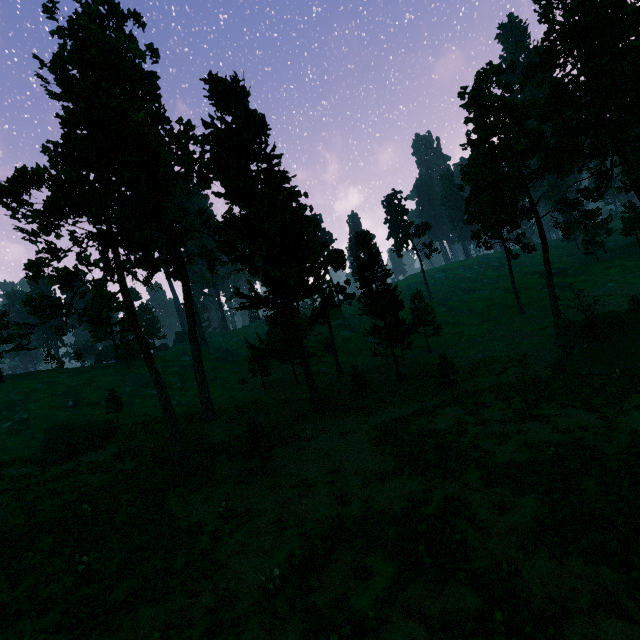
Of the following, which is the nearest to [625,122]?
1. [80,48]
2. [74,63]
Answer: [74,63]

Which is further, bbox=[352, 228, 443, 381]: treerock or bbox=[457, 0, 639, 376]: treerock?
bbox=[352, 228, 443, 381]: treerock

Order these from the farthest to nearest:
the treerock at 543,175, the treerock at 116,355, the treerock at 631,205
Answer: →
the treerock at 631,205
the treerock at 116,355
the treerock at 543,175

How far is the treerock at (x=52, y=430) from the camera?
25.95m

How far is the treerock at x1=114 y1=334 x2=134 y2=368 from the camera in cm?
5435

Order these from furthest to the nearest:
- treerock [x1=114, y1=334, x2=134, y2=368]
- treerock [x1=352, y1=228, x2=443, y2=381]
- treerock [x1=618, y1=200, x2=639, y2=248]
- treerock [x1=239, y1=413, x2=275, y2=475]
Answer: treerock [x1=618, y1=200, x2=639, y2=248] → treerock [x1=114, y1=334, x2=134, y2=368] → treerock [x1=352, y1=228, x2=443, y2=381] → treerock [x1=239, y1=413, x2=275, y2=475]
